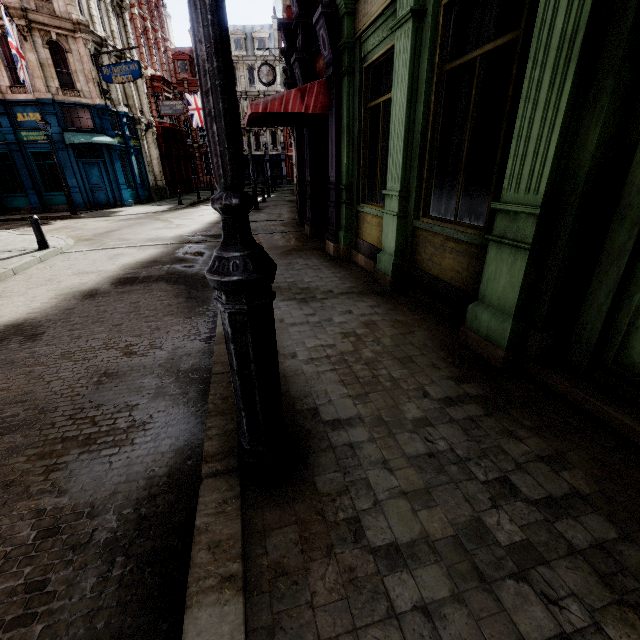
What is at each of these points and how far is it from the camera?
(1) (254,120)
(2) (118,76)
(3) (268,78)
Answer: (1) awning, 8.98m
(2) sign, 19.00m
(3) clock, 17.03m

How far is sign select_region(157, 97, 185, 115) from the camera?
26.4 meters

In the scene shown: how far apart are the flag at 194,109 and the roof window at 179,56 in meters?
17.7

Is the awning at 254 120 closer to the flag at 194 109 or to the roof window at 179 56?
the flag at 194 109

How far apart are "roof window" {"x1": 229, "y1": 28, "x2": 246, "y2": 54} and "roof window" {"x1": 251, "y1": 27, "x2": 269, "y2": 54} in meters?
0.6

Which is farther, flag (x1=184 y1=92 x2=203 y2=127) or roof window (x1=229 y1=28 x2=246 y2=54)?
roof window (x1=229 y1=28 x2=246 y2=54)

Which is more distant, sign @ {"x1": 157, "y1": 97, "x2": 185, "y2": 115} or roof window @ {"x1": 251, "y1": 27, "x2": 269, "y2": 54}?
roof window @ {"x1": 251, "y1": 27, "x2": 269, "y2": 54}

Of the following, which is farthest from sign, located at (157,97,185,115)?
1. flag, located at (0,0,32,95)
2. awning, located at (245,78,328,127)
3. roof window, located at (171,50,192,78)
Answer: roof window, located at (171,50,192,78)
